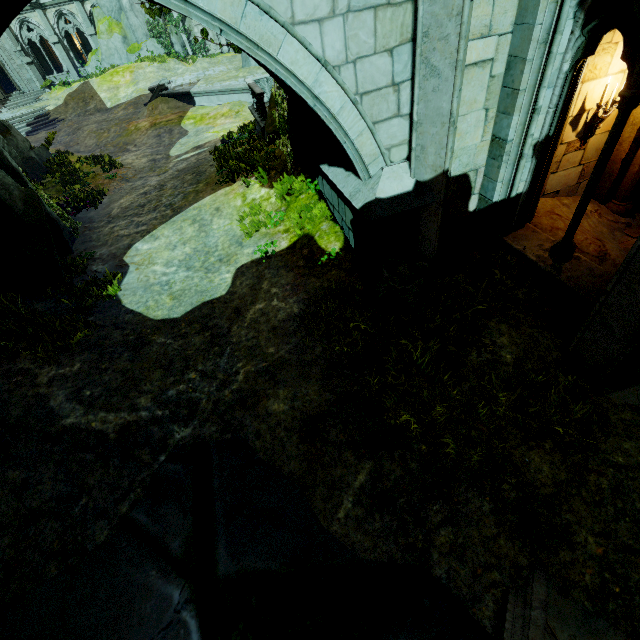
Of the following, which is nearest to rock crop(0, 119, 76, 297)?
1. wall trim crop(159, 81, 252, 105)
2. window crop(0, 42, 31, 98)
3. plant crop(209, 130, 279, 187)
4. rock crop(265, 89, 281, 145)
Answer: plant crop(209, 130, 279, 187)

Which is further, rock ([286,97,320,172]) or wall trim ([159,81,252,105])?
wall trim ([159,81,252,105])

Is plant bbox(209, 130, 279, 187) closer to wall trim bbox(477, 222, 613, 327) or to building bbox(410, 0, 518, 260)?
building bbox(410, 0, 518, 260)

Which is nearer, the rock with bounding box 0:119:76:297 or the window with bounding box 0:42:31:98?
the rock with bounding box 0:119:76:297

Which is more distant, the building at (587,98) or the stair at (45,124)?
the stair at (45,124)

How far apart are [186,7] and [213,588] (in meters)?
6.74

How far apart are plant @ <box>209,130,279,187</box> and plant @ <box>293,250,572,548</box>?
7.68m

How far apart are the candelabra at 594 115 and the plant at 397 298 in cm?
394
